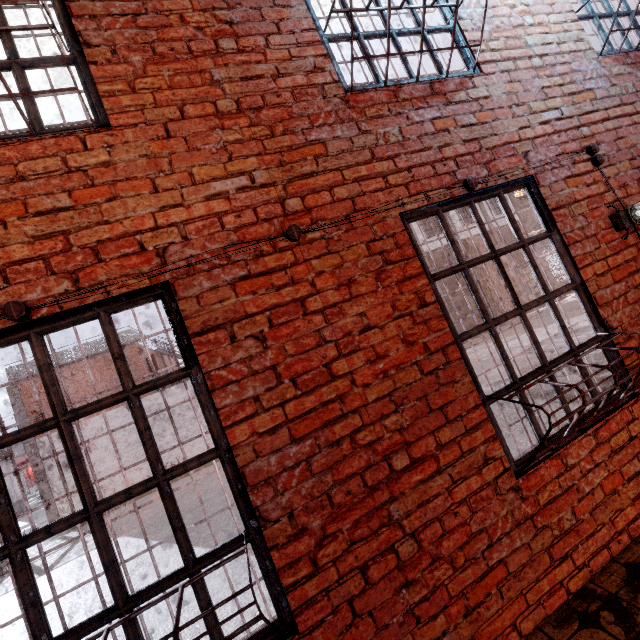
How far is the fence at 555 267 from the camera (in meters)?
30.70

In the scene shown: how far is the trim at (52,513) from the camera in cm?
1553

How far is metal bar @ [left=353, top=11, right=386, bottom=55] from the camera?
2.6m

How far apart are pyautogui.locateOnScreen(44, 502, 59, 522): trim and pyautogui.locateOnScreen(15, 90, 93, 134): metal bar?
19.5 meters

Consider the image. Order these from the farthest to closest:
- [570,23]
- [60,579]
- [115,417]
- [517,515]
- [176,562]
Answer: [115,417], [60,579], [176,562], [570,23], [517,515]

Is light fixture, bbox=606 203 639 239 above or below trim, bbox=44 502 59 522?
above

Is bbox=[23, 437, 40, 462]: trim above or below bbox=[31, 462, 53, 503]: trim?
above
